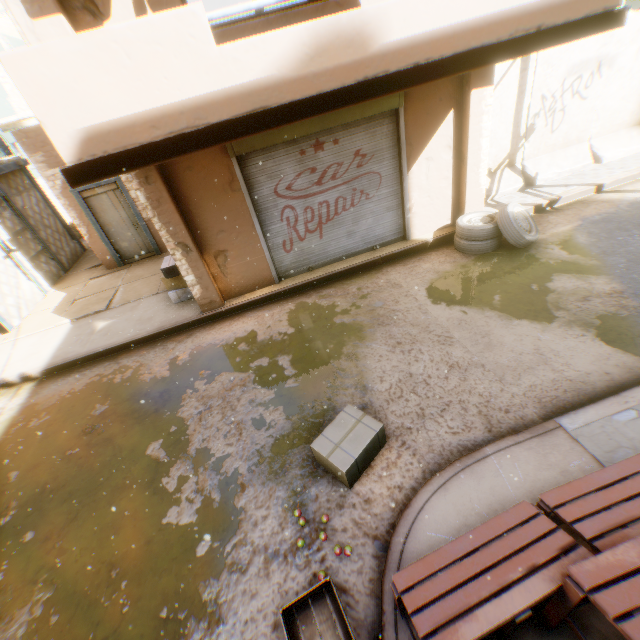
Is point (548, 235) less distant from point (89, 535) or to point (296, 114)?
point (296, 114)

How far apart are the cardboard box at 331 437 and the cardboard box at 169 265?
4.8 meters

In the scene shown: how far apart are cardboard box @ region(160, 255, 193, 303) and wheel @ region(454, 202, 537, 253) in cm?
531

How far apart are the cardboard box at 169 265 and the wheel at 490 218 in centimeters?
531cm

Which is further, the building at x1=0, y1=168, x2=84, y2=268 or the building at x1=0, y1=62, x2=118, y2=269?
the building at x1=0, y1=168, x2=84, y2=268

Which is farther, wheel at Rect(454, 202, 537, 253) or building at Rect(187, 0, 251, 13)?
building at Rect(187, 0, 251, 13)

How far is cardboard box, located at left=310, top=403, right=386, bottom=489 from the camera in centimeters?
354cm

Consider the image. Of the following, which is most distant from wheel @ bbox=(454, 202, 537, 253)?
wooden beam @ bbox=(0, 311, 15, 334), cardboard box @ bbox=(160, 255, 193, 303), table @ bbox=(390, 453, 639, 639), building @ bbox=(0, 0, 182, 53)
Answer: cardboard box @ bbox=(160, 255, 193, 303)
